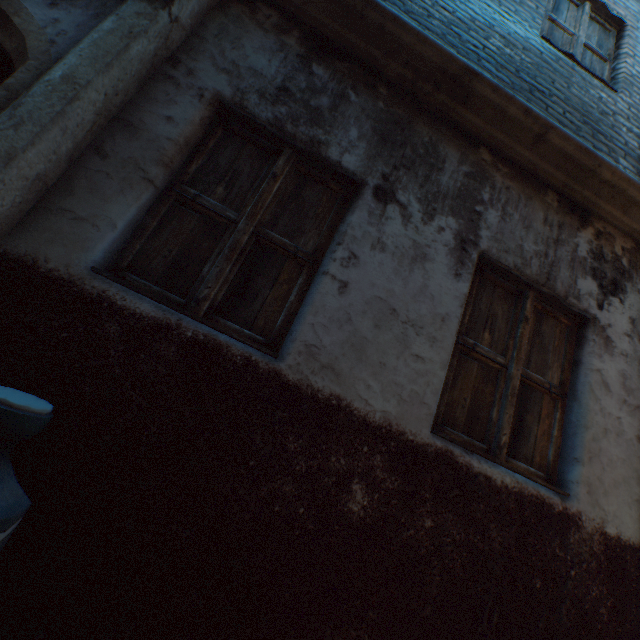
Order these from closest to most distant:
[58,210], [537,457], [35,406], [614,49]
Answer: [35,406]
[58,210]
[537,457]
[614,49]
